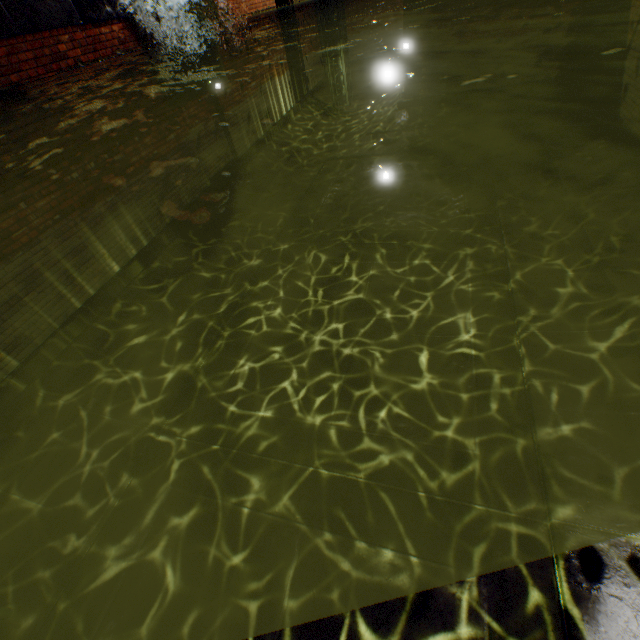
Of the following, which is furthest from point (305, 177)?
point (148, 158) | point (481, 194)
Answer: point (481, 194)
